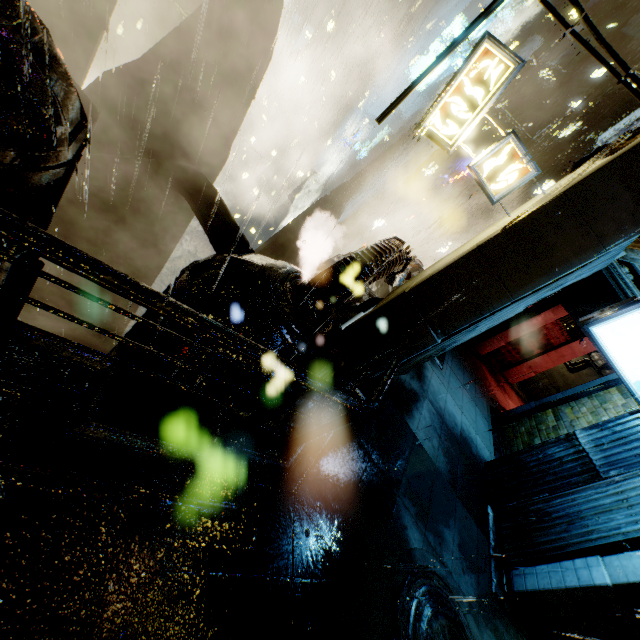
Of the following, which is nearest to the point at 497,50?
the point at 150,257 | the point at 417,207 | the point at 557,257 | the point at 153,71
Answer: the point at 557,257

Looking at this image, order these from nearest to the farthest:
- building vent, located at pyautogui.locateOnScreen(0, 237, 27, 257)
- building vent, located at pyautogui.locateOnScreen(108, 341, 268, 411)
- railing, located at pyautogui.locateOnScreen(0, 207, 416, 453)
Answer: railing, located at pyautogui.locateOnScreen(0, 207, 416, 453), building vent, located at pyautogui.locateOnScreen(108, 341, 268, 411), building vent, located at pyautogui.locateOnScreen(0, 237, 27, 257)

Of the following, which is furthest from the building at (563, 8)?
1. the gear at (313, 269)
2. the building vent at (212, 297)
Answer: the building vent at (212, 297)

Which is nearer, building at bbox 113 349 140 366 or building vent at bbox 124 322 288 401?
building at bbox 113 349 140 366

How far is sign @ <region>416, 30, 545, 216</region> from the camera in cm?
780

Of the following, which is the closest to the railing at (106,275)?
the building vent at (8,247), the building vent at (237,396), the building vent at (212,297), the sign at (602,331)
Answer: the building vent at (212,297)

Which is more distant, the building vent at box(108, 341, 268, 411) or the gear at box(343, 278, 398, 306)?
the gear at box(343, 278, 398, 306)

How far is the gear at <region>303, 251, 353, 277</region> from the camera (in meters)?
22.67
